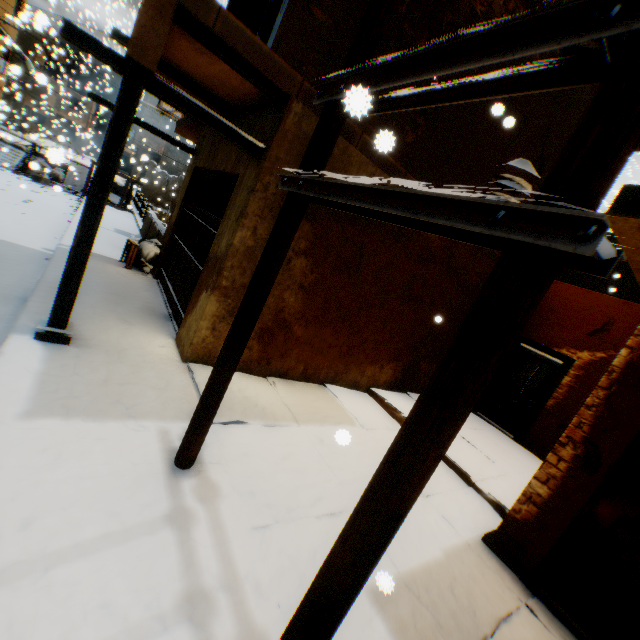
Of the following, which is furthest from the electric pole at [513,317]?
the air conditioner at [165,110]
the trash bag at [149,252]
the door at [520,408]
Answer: the door at [520,408]

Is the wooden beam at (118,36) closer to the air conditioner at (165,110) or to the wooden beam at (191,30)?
the air conditioner at (165,110)

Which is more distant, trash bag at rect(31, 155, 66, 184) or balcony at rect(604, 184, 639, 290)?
trash bag at rect(31, 155, 66, 184)

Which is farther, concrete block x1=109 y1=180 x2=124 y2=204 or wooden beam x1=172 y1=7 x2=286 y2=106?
concrete block x1=109 y1=180 x2=124 y2=204

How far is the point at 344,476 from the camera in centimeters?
386cm

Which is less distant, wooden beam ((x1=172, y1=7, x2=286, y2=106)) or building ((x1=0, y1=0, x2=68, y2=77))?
wooden beam ((x1=172, y1=7, x2=286, y2=106))

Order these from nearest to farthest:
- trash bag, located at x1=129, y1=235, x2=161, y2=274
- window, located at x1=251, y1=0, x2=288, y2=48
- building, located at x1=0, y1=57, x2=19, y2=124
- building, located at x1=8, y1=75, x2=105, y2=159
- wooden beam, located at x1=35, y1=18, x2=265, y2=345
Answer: wooden beam, located at x1=35, y1=18, x2=265, y2=345 → window, located at x1=251, y1=0, x2=288, y2=48 → trash bag, located at x1=129, y1=235, x2=161, y2=274 → building, located at x1=0, y1=57, x2=19, y2=124 → building, located at x1=8, y1=75, x2=105, y2=159

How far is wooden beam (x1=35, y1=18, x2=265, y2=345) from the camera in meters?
3.2
